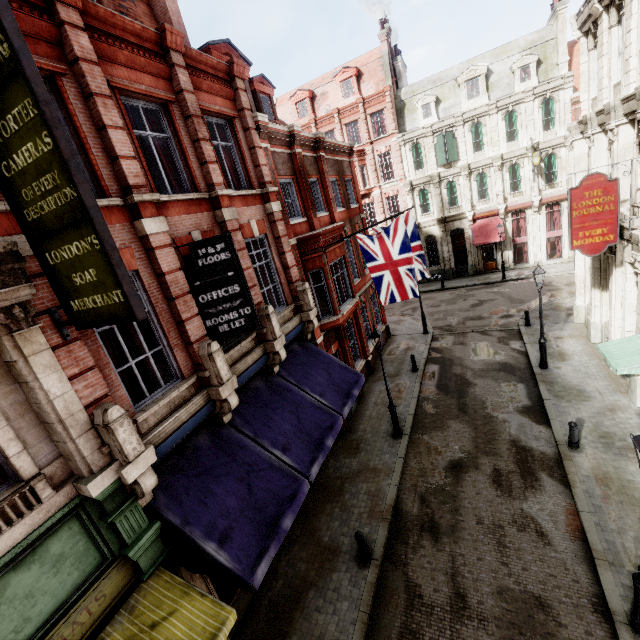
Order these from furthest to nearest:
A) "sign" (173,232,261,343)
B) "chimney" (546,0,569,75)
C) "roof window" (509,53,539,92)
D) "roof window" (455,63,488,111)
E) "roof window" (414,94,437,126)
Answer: "roof window" (414,94,437,126) → "roof window" (455,63,488,111) → "roof window" (509,53,539,92) → "chimney" (546,0,569,75) → "sign" (173,232,261,343)

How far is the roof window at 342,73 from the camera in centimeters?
2995cm

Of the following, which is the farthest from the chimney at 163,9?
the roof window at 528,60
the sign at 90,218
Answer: the roof window at 528,60

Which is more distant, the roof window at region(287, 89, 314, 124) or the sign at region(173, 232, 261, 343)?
the roof window at region(287, 89, 314, 124)

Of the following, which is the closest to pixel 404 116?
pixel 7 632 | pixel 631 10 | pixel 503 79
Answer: pixel 503 79

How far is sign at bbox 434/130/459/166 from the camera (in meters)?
27.52

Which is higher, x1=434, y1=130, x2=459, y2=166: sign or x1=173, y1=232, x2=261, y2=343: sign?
x1=434, y1=130, x2=459, y2=166: sign

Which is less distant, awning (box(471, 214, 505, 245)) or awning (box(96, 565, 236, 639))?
awning (box(96, 565, 236, 639))
